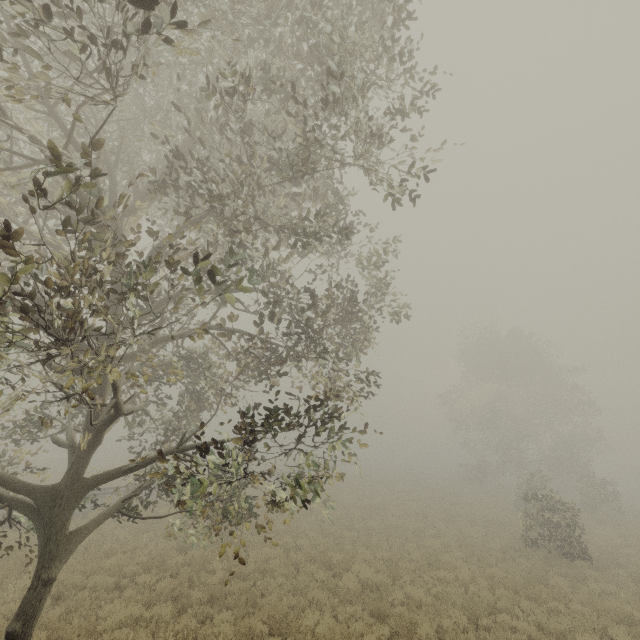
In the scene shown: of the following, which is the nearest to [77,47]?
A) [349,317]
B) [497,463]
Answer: [349,317]
